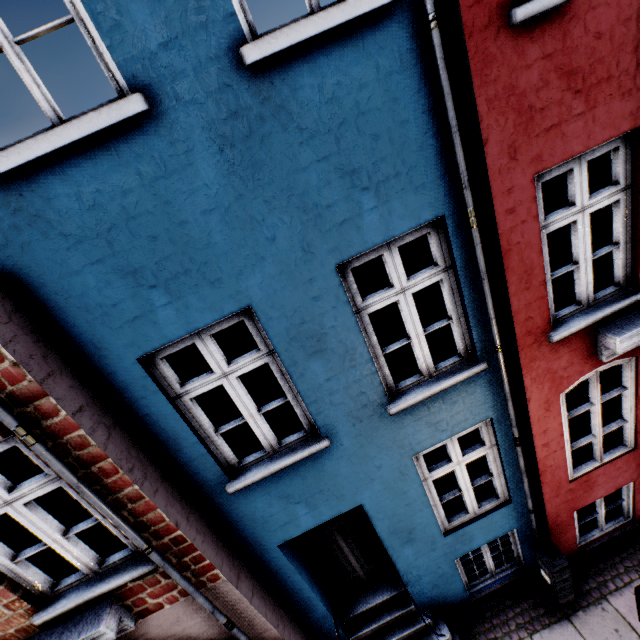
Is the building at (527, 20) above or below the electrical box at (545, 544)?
above

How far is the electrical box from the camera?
4.6m

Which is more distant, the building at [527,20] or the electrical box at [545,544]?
the electrical box at [545,544]

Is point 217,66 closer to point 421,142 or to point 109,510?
point 421,142

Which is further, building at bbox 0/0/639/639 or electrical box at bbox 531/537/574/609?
electrical box at bbox 531/537/574/609

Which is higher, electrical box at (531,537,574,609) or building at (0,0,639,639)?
building at (0,0,639,639)
